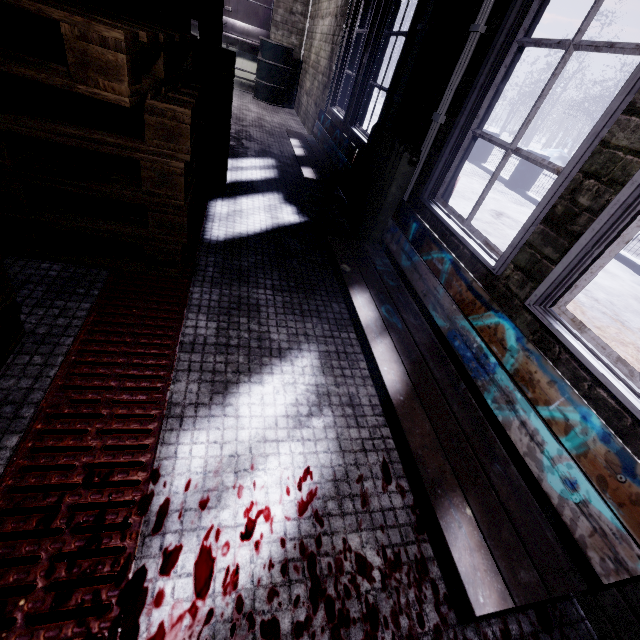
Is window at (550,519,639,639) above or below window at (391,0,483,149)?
below

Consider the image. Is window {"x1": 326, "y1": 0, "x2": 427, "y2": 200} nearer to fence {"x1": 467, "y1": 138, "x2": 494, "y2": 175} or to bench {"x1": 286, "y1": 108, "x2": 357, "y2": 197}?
bench {"x1": 286, "y1": 108, "x2": 357, "y2": 197}

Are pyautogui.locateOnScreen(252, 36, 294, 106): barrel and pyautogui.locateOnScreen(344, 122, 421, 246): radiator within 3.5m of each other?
no

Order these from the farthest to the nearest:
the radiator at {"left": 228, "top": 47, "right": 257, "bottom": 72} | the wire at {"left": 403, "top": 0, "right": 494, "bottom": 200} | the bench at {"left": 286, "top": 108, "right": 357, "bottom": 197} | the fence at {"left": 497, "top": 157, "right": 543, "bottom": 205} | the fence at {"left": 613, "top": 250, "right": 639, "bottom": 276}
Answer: the fence at {"left": 497, "top": 157, "right": 543, "bottom": 205}
the radiator at {"left": 228, "top": 47, "right": 257, "bottom": 72}
the fence at {"left": 613, "top": 250, "right": 639, "bottom": 276}
the bench at {"left": 286, "top": 108, "right": 357, "bottom": 197}
the wire at {"left": 403, "top": 0, "right": 494, "bottom": 200}

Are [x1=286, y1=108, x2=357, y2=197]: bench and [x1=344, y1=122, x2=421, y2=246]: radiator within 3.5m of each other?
yes

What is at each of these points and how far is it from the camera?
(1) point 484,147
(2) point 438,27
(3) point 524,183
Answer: (1) fence, 9.62m
(2) window, 2.17m
(3) fence, 7.98m

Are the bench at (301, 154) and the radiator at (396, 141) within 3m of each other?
yes

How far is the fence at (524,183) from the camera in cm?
767
